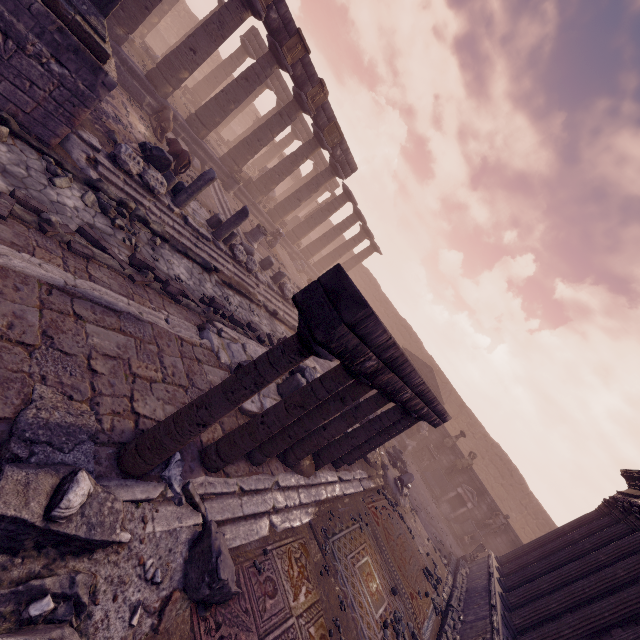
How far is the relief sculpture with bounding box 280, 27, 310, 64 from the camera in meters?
14.2 m

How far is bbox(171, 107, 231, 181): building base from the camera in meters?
14.8

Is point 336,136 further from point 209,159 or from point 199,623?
point 199,623

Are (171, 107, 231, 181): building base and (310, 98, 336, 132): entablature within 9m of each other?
yes

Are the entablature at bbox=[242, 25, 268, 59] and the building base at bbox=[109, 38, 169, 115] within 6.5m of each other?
yes

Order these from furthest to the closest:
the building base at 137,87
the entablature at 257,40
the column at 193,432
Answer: the entablature at 257,40 < the building base at 137,87 < the column at 193,432

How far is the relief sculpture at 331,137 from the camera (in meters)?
17.73

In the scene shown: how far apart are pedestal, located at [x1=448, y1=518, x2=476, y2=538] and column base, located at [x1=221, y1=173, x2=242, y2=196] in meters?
21.3 m
